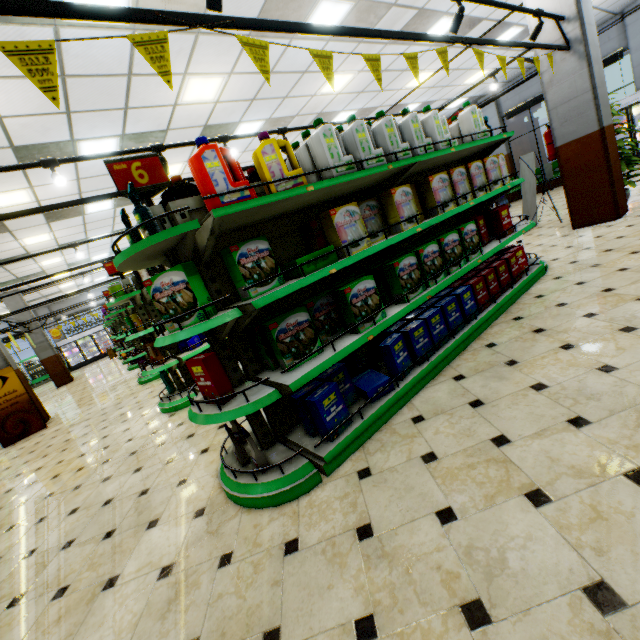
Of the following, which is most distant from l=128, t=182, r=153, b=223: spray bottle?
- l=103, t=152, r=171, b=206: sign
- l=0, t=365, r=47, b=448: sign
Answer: l=0, t=365, r=47, b=448: sign

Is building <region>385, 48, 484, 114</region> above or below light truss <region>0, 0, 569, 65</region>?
above

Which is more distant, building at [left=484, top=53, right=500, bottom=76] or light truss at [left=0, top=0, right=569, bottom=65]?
building at [left=484, top=53, right=500, bottom=76]

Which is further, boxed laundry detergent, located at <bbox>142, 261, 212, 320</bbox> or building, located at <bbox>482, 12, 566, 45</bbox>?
building, located at <bbox>482, 12, 566, 45</bbox>

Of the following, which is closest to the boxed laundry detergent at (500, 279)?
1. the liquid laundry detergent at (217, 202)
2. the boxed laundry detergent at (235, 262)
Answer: the boxed laundry detergent at (235, 262)

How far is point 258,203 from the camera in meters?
2.0

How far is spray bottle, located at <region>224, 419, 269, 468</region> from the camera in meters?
2.3

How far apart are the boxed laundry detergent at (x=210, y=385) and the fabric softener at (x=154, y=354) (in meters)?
3.10
